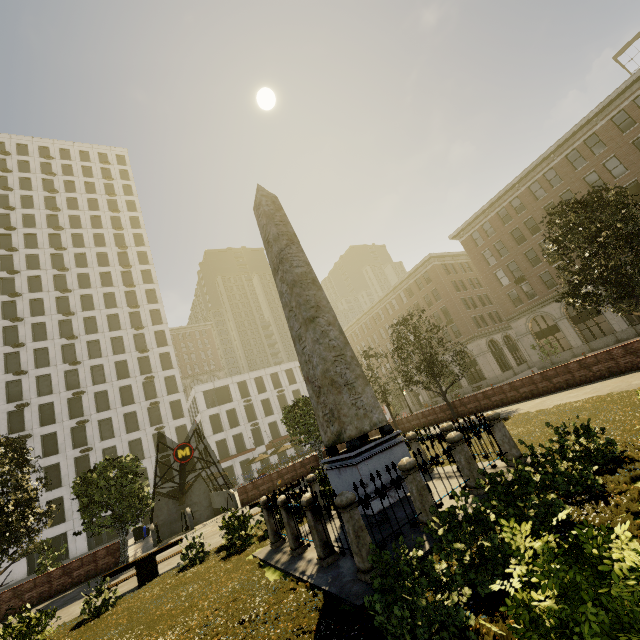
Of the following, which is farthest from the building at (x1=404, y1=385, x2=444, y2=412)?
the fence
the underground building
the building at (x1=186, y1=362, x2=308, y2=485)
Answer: the fence

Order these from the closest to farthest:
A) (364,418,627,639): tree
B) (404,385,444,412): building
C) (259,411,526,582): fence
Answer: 1. (364,418,627,639): tree
2. (259,411,526,582): fence
3. (404,385,444,412): building

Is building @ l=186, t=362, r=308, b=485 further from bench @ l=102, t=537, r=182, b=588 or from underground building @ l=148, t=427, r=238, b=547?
bench @ l=102, t=537, r=182, b=588

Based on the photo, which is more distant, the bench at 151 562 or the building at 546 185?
the building at 546 185

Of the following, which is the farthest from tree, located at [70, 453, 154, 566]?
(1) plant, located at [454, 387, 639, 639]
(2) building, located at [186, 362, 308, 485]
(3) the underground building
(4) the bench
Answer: (2) building, located at [186, 362, 308, 485]

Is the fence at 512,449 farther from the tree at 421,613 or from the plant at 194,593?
the tree at 421,613

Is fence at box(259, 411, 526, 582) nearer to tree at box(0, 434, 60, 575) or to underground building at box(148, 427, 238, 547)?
tree at box(0, 434, 60, 575)

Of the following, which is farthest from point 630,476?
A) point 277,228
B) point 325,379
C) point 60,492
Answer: point 60,492
